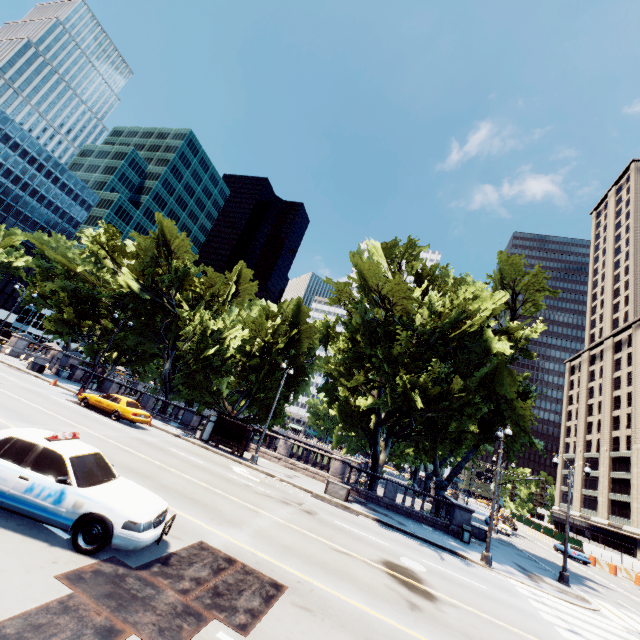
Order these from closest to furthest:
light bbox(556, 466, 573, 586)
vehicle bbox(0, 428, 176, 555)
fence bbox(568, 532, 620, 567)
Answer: vehicle bbox(0, 428, 176, 555), light bbox(556, 466, 573, 586), fence bbox(568, 532, 620, 567)

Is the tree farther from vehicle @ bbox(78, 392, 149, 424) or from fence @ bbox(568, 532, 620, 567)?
fence @ bbox(568, 532, 620, 567)

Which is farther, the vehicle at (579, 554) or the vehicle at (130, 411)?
the vehicle at (579, 554)

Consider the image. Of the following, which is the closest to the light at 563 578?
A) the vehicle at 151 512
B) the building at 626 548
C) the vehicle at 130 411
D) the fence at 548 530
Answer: the vehicle at 151 512

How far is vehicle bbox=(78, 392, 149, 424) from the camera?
21.0m

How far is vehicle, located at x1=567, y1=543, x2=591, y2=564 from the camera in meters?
34.9 m

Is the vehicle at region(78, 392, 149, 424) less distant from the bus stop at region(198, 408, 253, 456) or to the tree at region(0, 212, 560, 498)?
the bus stop at region(198, 408, 253, 456)

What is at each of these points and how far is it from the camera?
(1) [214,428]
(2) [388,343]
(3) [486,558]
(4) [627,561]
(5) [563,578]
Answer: (1) bus stop, 24.95m
(2) tree, 22.83m
(3) light, 17.14m
(4) fence, 37.66m
(5) light, 19.73m
